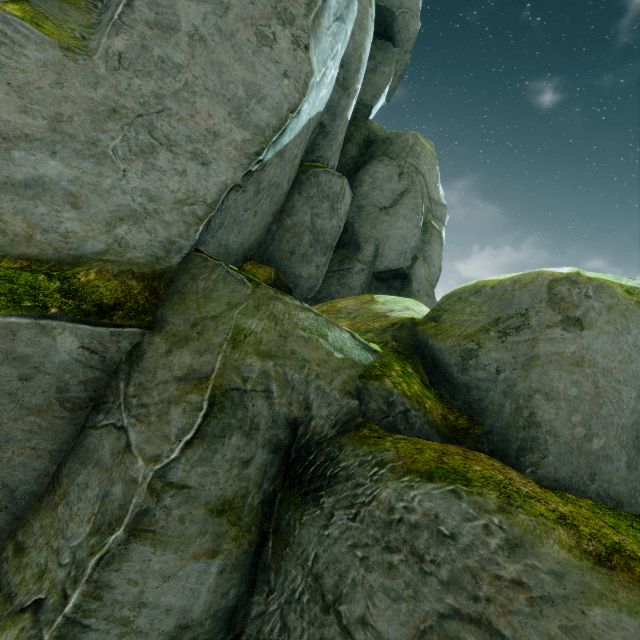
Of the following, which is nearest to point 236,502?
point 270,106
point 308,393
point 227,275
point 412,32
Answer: point 308,393
